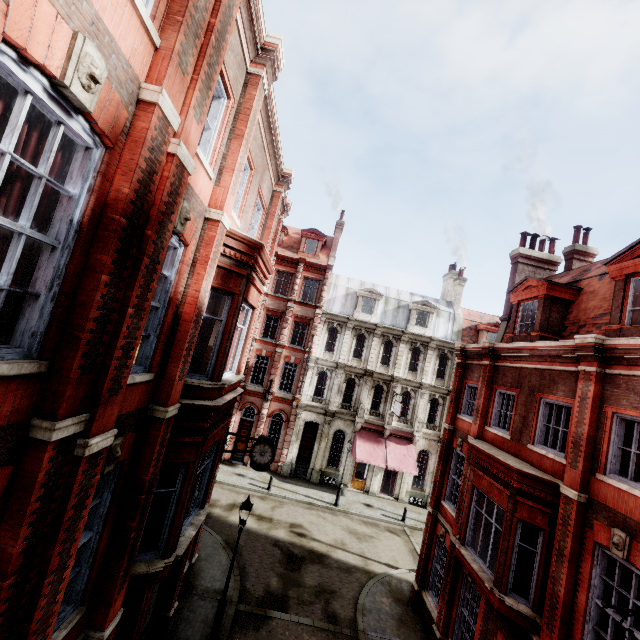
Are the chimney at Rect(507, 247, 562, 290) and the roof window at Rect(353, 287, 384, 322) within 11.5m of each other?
no

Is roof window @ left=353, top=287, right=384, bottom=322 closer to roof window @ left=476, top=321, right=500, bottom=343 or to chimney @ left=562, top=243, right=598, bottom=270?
roof window @ left=476, top=321, right=500, bottom=343

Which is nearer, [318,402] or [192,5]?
[192,5]

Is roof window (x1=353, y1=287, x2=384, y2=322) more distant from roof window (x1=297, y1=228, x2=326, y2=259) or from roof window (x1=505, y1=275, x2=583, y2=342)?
roof window (x1=505, y1=275, x2=583, y2=342)

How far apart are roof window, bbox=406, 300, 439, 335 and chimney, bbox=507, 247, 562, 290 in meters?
12.1 m

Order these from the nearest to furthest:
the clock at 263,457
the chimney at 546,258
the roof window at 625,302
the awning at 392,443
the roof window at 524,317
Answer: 1. the roof window at 625,302
2. the roof window at 524,317
3. the clock at 263,457
4. the chimney at 546,258
5. the awning at 392,443

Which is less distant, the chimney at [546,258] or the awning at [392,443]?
the chimney at [546,258]

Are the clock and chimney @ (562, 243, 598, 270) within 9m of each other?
no
